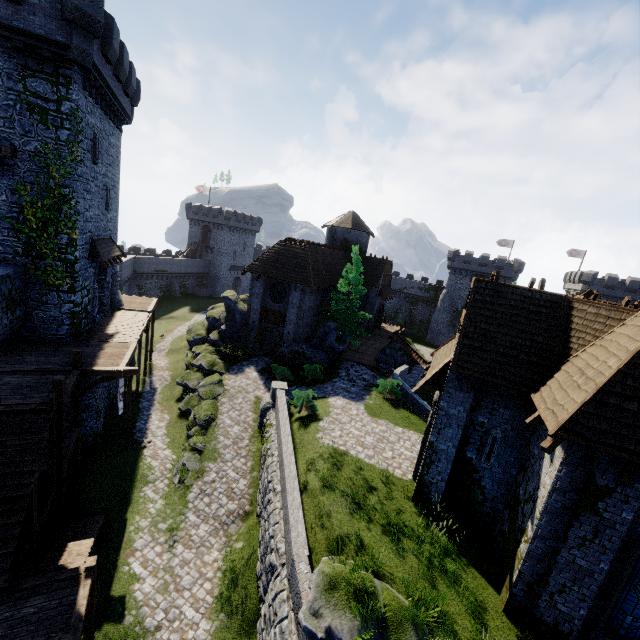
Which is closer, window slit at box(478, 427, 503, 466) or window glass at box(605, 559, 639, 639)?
window glass at box(605, 559, 639, 639)

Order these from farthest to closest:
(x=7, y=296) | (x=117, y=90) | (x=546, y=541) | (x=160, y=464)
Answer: (x=117, y=90) < (x=160, y=464) < (x=7, y=296) < (x=546, y=541)

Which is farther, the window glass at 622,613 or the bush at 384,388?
the bush at 384,388

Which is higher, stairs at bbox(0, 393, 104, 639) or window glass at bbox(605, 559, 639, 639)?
window glass at bbox(605, 559, 639, 639)

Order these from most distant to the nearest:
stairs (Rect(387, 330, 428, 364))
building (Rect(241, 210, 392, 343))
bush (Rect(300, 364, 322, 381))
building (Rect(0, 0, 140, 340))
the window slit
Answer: stairs (Rect(387, 330, 428, 364)), building (Rect(241, 210, 392, 343)), bush (Rect(300, 364, 322, 381)), building (Rect(0, 0, 140, 340)), the window slit

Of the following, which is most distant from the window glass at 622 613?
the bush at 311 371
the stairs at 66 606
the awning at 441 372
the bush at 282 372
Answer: the bush at 282 372

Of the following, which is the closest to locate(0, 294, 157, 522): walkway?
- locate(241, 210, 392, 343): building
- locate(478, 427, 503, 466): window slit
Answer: locate(241, 210, 392, 343): building

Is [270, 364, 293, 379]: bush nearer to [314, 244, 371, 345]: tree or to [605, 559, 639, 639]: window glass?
[314, 244, 371, 345]: tree
